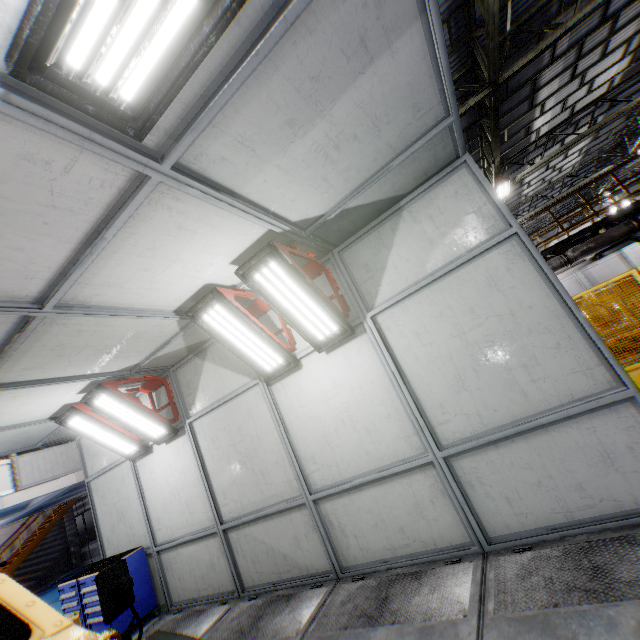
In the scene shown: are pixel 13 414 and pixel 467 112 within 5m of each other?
no

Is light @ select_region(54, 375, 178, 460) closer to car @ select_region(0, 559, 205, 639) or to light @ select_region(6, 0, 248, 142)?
car @ select_region(0, 559, 205, 639)

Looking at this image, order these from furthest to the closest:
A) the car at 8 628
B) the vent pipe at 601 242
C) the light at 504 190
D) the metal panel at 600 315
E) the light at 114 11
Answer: the light at 504 190, the vent pipe at 601 242, the metal panel at 600 315, the car at 8 628, the light at 114 11

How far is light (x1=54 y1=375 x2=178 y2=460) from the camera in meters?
5.5

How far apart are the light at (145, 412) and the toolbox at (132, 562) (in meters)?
2.11

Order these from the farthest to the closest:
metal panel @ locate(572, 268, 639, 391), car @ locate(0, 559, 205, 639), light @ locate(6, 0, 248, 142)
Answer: metal panel @ locate(572, 268, 639, 391) < car @ locate(0, 559, 205, 639) < light @ locate(6, 0, 248, 142)

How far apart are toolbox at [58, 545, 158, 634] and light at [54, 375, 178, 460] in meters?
2.1 m

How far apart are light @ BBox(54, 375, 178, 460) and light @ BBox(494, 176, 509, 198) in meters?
14.7
